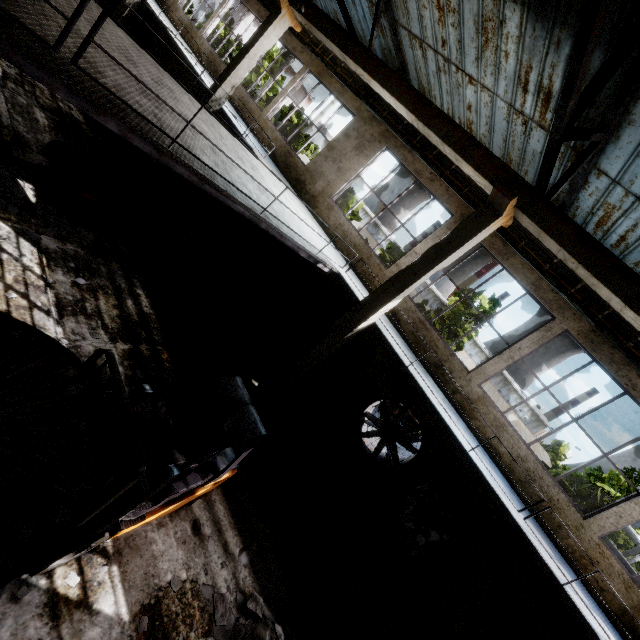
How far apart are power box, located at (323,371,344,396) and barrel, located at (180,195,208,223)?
8.36m

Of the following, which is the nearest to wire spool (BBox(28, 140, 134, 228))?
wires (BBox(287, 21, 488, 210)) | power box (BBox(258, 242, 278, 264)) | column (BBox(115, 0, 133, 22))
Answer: power box (BBox(258, 242, 278, 264))

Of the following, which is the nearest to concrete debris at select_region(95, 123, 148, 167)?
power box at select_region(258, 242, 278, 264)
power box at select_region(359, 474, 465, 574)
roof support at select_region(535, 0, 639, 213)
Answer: power box at select_region(258, 242, 278, 264)

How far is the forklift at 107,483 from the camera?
3.0m

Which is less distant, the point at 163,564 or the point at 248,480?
the point at 163,564

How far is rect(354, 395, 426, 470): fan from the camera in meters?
9.5 m

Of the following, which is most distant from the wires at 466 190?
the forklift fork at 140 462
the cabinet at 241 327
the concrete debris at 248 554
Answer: the forklift fork at 140 462

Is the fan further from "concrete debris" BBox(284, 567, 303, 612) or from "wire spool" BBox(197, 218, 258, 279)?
"wire spool" BBox(197, 218, 258, 279)
